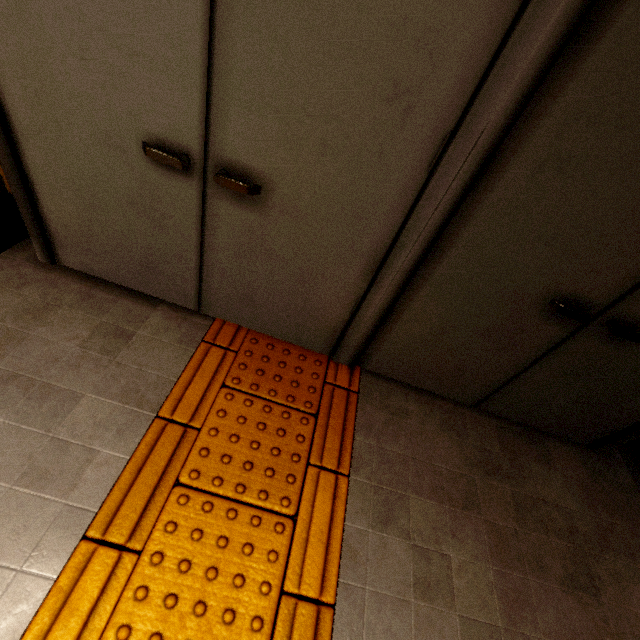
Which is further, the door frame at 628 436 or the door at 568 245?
the door frame at 628 436

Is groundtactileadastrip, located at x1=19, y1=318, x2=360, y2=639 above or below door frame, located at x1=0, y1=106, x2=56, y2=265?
below

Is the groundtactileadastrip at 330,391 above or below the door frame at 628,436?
below

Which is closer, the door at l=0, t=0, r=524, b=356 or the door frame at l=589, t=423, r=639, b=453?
the door at l=0, t=0, r=524, b=356

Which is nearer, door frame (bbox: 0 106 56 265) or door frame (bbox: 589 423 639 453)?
door frame (bbox: 0 106 56 265)

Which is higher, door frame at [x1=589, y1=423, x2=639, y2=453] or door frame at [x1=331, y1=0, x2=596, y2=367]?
door frame at [x1=331, y1=0, x2=596, y2=367]

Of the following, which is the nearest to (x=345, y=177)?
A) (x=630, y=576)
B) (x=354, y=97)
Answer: (x=354, y=97)
